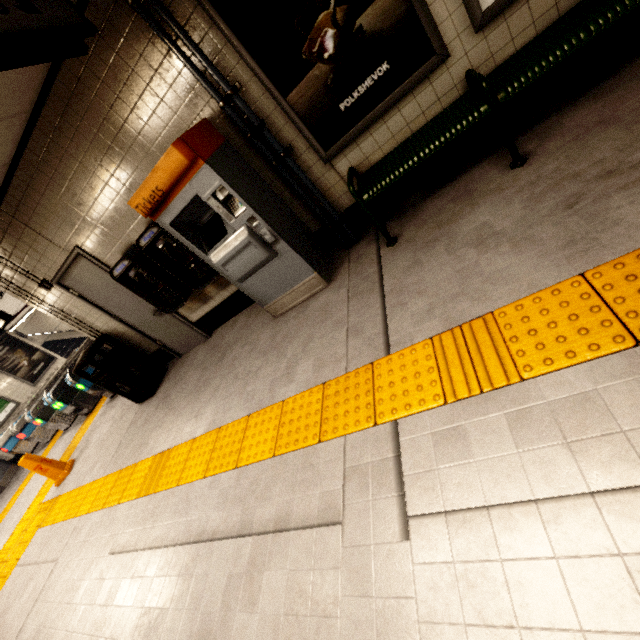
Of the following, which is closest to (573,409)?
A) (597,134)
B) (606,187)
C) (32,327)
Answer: (606,187)

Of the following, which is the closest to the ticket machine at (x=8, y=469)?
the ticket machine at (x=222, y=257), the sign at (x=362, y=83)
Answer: the ticket machine at (x=222, y=257)

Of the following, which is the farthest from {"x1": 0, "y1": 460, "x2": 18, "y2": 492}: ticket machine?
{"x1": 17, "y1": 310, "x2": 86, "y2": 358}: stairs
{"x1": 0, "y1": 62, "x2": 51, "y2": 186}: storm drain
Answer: {"x1": 17, "y1": 310, "x2": 86, "y2": 358}: stairs

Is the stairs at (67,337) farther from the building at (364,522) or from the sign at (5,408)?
the building at (364,522)

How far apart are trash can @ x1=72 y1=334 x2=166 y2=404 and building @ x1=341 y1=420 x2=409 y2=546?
4.4m

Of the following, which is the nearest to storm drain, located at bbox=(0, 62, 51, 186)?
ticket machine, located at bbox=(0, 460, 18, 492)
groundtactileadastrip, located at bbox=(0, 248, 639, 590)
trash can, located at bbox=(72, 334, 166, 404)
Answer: ticket machine, located at bbox=(0, 460, 18, 492)

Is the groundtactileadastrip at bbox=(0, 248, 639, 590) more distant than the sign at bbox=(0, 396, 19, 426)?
No

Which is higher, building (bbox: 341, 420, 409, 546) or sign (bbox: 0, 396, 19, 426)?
sign (bbox: 0, 396, 19, 426)
